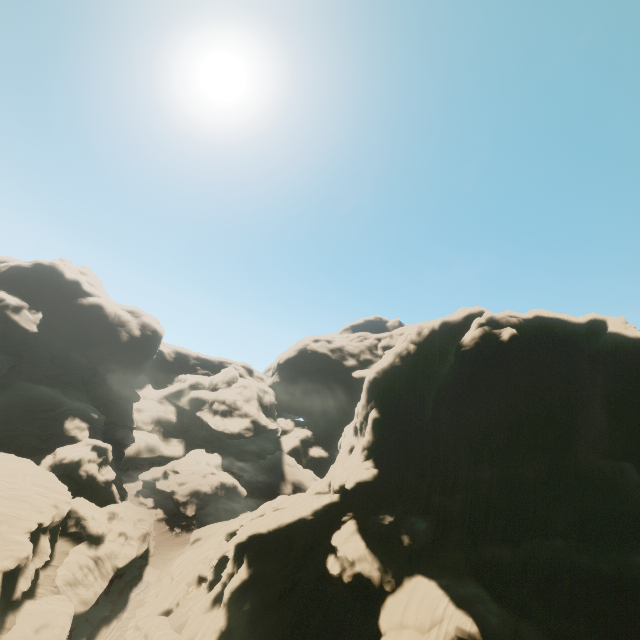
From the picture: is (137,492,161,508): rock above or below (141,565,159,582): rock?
above

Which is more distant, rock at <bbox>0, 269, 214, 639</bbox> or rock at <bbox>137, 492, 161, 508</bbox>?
rock at <bbox>137, 492, 161, 508</bbox>

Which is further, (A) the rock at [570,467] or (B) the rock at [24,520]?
(B) the rock at [24,520]

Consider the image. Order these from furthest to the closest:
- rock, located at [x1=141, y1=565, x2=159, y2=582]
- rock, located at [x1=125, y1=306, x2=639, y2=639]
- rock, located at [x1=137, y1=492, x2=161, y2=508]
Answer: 1. rock, located at [x1=137, y1=492, x2=161, y2=508]
2. rock, located at [x1=141, y1=565, x2=159, y2=582]
3. rock, located at [x1=125, y1=306, x2=639, y2=639]

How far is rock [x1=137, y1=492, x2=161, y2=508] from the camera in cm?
5666

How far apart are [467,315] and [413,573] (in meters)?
Answer: 23.83

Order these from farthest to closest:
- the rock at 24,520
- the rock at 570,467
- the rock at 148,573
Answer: the rock at 148,573, the rock at 24,520, the rock at 570,467
